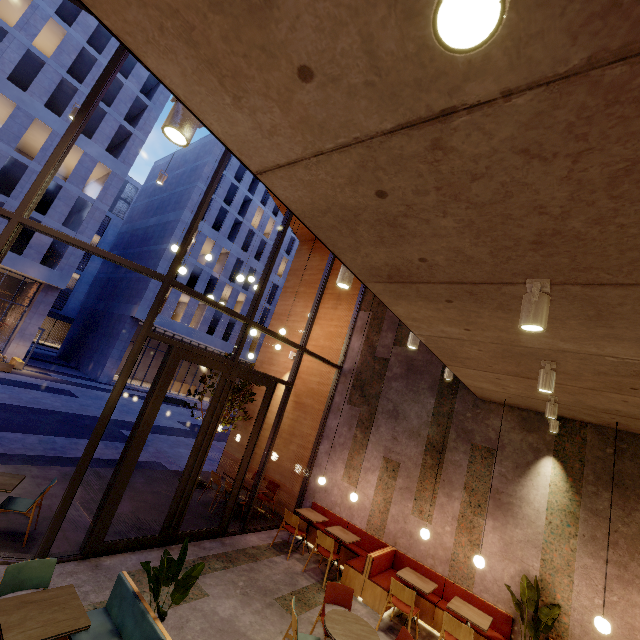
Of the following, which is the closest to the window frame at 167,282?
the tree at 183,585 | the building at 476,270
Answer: the building at 476,270

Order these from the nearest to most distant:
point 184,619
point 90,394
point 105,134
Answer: point 184,619, point 90,394, point 105,134

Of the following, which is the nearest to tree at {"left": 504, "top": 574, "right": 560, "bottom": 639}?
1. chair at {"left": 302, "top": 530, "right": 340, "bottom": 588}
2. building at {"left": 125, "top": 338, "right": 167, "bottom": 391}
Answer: chair at {"left": 302, "top": 530, "right": 340, "bottom": 588}

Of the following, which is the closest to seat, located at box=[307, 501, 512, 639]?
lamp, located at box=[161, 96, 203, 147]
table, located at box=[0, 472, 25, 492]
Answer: table, located at box=[0, 472, 25, 492]

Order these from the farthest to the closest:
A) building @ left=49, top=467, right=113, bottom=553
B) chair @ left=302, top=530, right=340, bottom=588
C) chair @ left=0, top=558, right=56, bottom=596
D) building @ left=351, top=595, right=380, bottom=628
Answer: chair @ left=302, top=530, right=340, bottom=588 < building @ left=351, top=595, right=380, bottom=628 < building @ left=49, top=467, right=113, bottom=553 < chair @ left=0, top=558, right=56, bottom=596

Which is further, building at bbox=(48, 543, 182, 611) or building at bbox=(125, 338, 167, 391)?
building at bbox=(125, 338, 167, 391)

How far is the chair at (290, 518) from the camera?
7.25m

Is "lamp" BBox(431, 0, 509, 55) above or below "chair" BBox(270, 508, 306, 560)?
above
